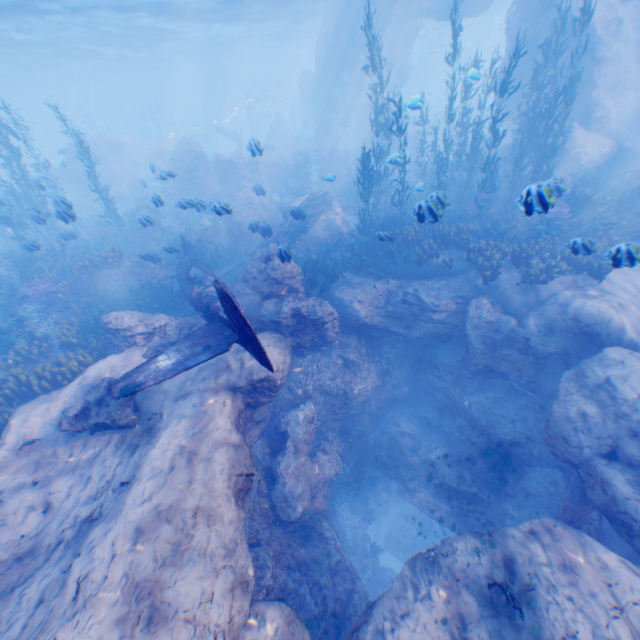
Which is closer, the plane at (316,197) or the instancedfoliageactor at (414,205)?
the plane at (316,197)

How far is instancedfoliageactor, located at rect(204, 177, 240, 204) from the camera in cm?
2288

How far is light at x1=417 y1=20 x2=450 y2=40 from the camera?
31.85m

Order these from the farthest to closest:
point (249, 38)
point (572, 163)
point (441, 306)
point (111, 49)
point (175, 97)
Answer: point (175, 97), point (249, 38), point (111, 49), point (572, 163), point (441, 306)

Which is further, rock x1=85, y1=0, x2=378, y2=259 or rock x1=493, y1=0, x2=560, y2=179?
rock x1=85, y1=0, x2=378, y2=259

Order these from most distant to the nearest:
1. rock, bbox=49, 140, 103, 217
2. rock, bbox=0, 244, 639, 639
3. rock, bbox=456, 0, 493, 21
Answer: rock, bbox=49, 140, 103, 217 → rock, bbox=456, 0, 493, 21 → rock, bbox=0, 244, 639, 639

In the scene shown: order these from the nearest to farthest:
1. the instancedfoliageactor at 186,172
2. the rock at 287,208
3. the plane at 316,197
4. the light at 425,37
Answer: the plane at 316,197, the instancedfoliageactor at 186,172, the rock at 287,208, the light at 425,37

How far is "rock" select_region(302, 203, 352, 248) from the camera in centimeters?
1506cm
